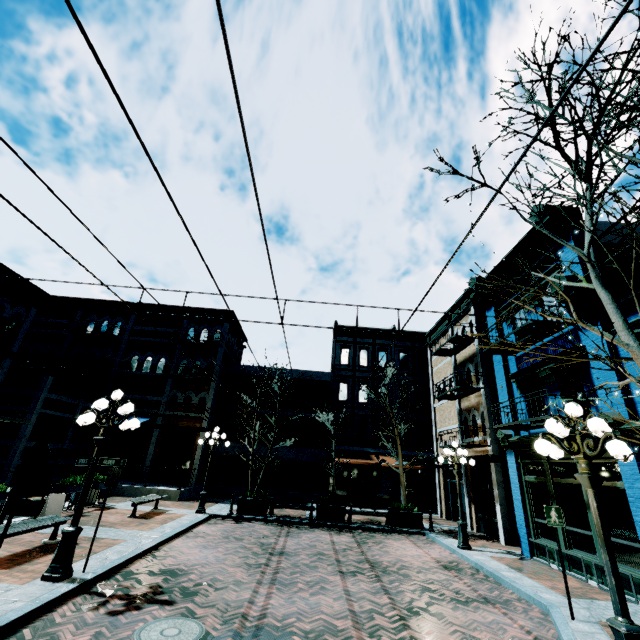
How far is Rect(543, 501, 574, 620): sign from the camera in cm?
648

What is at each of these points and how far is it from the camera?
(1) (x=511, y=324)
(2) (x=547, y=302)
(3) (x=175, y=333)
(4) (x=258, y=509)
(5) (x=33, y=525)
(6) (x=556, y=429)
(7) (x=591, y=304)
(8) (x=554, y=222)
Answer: (1) building, 11.5 meters
(2) building, 11.9 meters
(3) building, 23.7 meters
(4) planter, 14.8 meters
(5) bench, 7.7 meters
(6) light, 5.1 meters
(7) building, 9.4 meters
(8) building, 10.9 meters

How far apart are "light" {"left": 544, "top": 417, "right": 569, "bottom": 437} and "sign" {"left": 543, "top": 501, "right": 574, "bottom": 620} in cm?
243

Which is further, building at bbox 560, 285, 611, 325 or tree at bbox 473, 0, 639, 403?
building at bbox 560, 285, 611, 325

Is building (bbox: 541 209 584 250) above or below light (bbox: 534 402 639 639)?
above

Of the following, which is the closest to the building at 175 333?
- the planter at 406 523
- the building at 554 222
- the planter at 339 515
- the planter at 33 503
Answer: the planter at 33 503

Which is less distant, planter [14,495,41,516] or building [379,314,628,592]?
building [379,314,628,592]

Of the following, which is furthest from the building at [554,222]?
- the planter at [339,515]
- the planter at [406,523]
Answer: the planter at [339,515]
